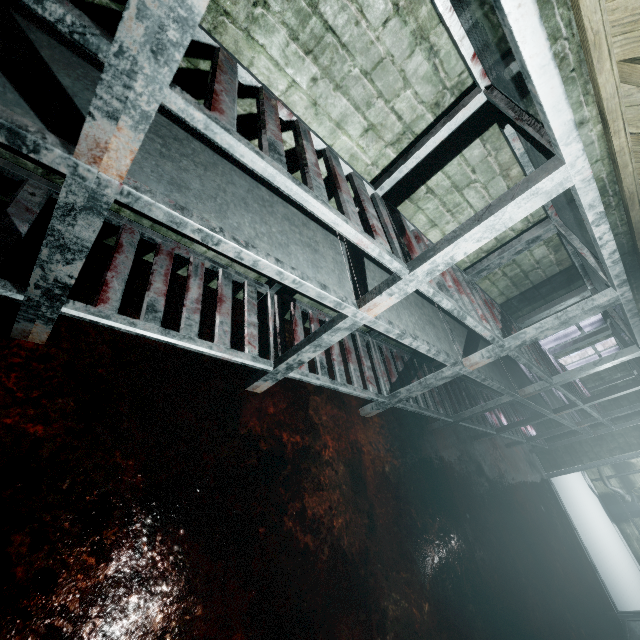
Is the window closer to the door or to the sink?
the door

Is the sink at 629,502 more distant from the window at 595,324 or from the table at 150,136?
the window at 595,324

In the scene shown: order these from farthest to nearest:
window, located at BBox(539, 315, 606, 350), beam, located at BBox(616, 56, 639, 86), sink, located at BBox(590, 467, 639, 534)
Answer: sink, located at BBox(590, 467, 639, 534) → window, located at BBox(539, 315, 606, 350) → beam, located at BBox(616, 56, 639, 86)

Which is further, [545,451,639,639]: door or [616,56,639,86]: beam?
[545,451,639,639]: door

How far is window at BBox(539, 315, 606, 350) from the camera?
3.32m

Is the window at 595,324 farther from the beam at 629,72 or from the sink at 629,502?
the sink at 629,502

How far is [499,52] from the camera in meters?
0.9

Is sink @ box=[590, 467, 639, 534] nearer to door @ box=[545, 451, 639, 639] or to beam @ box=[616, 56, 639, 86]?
door @ box=[545, 451, 639, 639]
